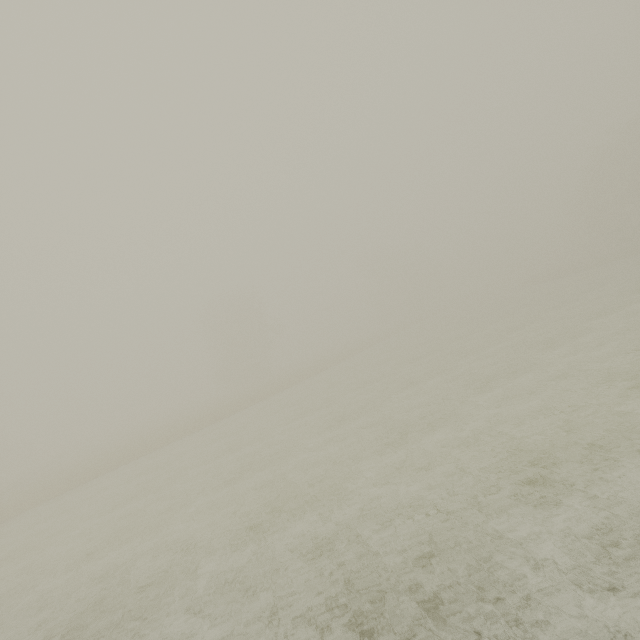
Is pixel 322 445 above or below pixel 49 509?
below
